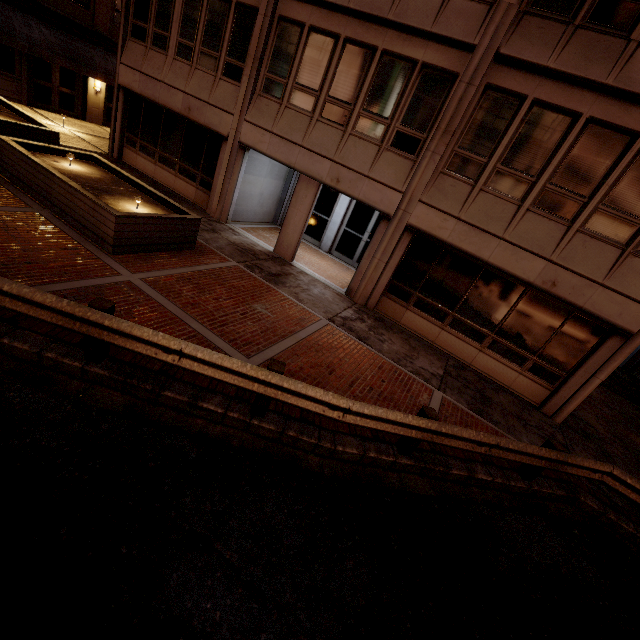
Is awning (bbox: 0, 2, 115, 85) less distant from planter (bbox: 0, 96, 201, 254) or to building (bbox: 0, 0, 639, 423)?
building (bbox: 0, 0, 639, 423)

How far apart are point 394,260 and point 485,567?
8.0 meters

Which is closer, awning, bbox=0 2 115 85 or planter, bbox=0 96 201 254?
planter, bbox=0 96 201 254

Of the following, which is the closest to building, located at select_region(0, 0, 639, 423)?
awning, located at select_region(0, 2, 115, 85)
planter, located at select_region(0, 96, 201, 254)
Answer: planter, located at select_region(0, 96, 201, 254)

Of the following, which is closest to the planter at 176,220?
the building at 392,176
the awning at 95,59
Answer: the building at 392,176

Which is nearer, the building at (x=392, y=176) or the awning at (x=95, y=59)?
the building at (x=392, y=176)

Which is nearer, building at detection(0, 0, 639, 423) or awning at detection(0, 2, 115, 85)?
building at detection(0, 0, 639, 423)
